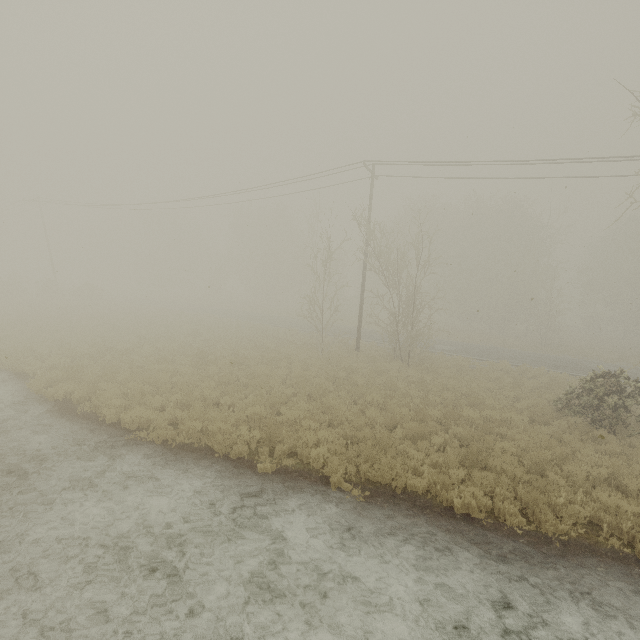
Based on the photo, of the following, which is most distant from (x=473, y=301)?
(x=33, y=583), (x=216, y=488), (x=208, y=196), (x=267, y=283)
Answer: (x=33, y=583)

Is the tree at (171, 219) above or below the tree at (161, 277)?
above

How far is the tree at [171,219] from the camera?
56.8 meters

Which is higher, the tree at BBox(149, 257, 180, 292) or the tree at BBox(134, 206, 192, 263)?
the tree at BBox(134, 206, 192, 263)

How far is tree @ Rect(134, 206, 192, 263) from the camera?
56.8m
